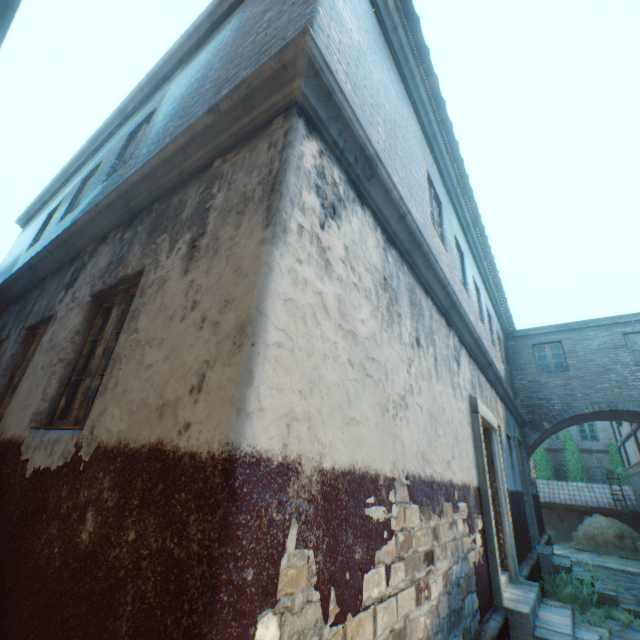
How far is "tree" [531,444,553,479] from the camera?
22.0 meters

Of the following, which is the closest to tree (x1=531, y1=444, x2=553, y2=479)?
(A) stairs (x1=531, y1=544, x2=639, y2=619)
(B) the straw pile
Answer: Result: (B) the straw pile

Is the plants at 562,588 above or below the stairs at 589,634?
below

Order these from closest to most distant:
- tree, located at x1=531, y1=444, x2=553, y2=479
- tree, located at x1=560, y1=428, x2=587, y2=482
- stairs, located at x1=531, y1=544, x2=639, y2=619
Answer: stairs, located at x1=531, y1=544, x2=639, y2=619 → tree, located at x1=560, y1=428, x2=587, y2=482 → tree, located at x1=531, y1=444, x2=553, y2=479

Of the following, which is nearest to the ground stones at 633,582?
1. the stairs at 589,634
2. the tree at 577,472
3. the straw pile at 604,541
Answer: the stairs at 589,634

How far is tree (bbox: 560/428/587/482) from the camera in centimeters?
2111cm

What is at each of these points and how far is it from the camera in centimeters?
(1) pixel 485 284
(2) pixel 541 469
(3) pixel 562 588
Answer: (1) building, 1115cm
(2) tree, 2222cm
(3) plants, 749cm

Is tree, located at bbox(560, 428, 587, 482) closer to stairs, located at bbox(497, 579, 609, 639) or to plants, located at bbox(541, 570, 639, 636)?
plants, located at bbox(541, 570, 639, 636)
